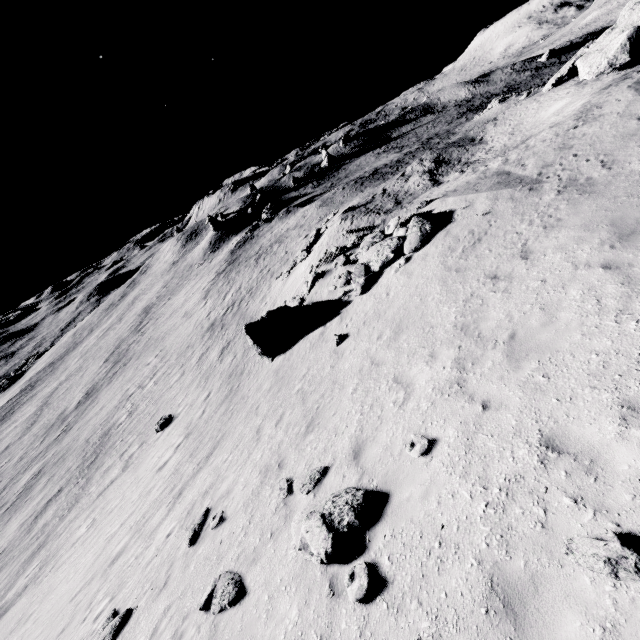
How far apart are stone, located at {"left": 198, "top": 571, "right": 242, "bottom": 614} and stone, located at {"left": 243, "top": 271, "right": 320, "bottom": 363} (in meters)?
10.27

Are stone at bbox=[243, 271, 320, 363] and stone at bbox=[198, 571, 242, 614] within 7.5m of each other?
no

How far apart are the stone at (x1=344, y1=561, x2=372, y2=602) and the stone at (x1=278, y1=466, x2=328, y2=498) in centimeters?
247cm

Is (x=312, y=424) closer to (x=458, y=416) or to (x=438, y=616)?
(x=458, y=416)

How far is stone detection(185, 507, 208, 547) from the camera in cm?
920

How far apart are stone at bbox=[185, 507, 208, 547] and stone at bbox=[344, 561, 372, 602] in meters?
6.0 m

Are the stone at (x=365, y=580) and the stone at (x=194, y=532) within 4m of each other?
no

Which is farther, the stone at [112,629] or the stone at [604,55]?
the stone at [604,55]
